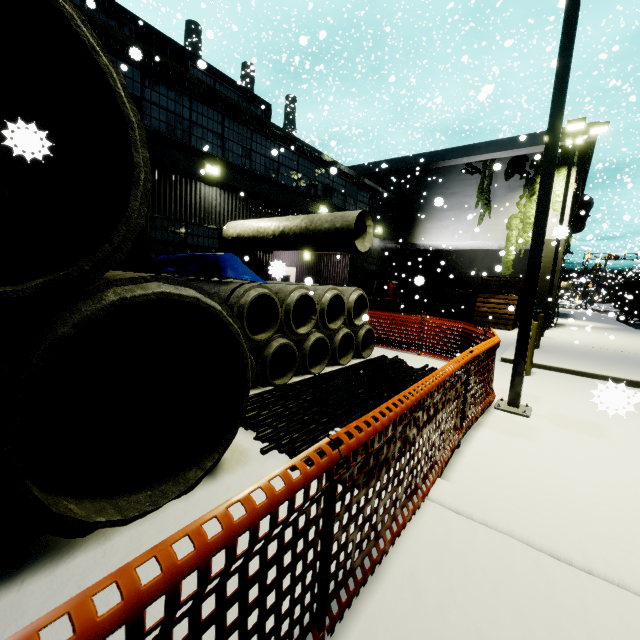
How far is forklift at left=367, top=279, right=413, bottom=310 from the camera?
17.4 meters

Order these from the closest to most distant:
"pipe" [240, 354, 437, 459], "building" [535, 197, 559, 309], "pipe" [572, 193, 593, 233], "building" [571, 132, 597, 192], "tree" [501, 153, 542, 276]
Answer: "pipe" [240, 354, 437, 459] → "building" [571, 132, 597, 192] → "building" [535, 197, 559, 309] → "tree" [501, 153, 542, 276] → "pipe" [572, 193, 593, 233]

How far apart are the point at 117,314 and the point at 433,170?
22.6m

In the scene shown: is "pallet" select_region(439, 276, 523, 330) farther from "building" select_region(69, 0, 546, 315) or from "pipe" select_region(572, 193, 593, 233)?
"pipe" select_region(572, 193, 593, 233)

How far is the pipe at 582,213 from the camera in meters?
23.0

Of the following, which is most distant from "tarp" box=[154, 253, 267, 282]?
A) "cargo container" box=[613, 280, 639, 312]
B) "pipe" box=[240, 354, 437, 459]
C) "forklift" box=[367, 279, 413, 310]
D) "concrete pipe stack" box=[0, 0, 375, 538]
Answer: "cargo container" box=[613, 280, 639, 312]

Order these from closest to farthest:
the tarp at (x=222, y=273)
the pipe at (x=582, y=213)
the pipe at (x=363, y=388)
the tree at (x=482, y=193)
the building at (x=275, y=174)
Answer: the pipe at (x=363, y=388)
the tarp at (x=222, y=273)
the building at (x=275, y=174)
the tree at (x=482, y=193)
the pipe at (x=582, y=213)

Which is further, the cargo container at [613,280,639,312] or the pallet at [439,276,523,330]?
the cargo container at [613,280,639,312]
